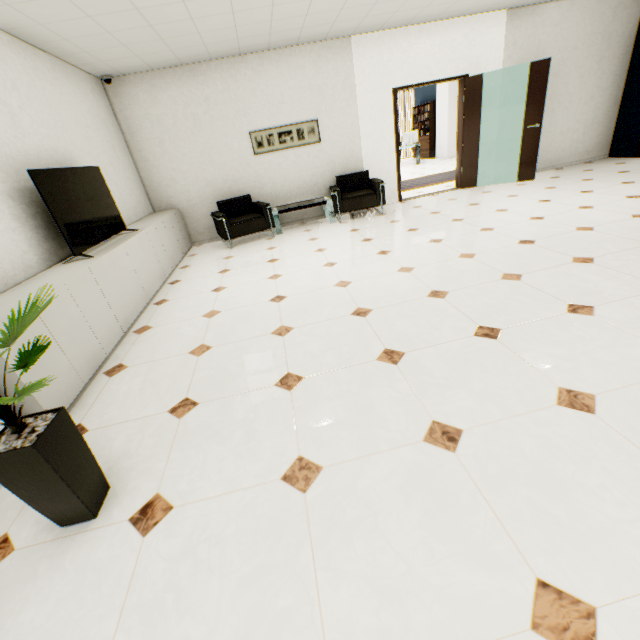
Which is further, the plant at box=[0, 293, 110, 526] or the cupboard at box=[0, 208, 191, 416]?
the cupboard at box=[0, 208, 191, 416]

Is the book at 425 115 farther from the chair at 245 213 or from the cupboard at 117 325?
the cupboard at 117 325

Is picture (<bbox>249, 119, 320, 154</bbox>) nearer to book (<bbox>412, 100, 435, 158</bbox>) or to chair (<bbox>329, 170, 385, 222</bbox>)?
chair (<bbox>329, 170, 385, 222</bbox>)

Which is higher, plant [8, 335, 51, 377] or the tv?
the tv

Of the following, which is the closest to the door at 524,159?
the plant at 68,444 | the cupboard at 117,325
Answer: the cupboard at 117,325

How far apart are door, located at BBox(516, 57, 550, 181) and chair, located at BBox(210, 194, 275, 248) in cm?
522

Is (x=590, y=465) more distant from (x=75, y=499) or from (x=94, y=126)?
(x=94, y=126)

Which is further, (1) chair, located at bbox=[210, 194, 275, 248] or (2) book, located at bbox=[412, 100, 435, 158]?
(2) book, located at bbox=[412, 100, 435, 158]
